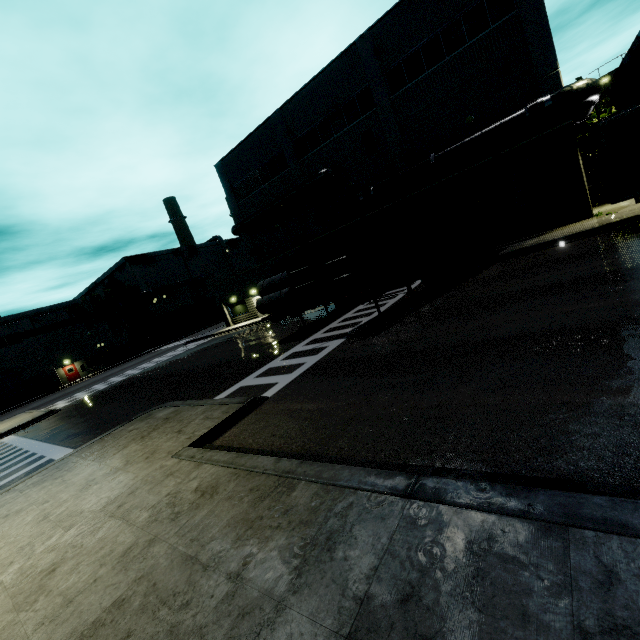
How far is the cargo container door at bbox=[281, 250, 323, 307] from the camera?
11.7 meters

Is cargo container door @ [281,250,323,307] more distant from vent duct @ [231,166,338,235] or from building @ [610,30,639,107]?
vent duct @ [231,166,338,235]

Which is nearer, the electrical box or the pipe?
the pipe

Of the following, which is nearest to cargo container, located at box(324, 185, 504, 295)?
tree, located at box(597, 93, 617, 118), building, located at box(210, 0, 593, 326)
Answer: building, located at box(210, 0, 593, 326)

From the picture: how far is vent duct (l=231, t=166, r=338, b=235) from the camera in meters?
23.5 m

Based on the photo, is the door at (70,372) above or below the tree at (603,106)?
below

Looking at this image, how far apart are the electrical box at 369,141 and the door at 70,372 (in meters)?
47.63

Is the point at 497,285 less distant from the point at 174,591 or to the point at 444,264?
the point at 444,264
